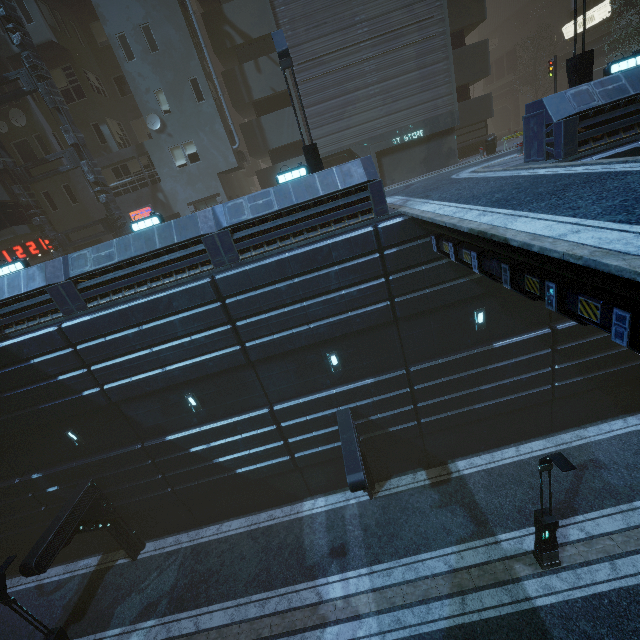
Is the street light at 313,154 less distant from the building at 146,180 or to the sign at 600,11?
the building at 146,180

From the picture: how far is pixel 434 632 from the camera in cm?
1033

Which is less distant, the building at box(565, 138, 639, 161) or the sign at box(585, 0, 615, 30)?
the building at box(565, 138, 639, 161)

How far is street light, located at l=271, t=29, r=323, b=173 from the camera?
11.4m

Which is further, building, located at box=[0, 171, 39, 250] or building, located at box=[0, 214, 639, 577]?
building, located at box=[0, 171, 39, 250]

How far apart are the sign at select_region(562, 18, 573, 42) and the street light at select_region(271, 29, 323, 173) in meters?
32.6 m

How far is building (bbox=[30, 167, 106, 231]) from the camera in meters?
21.0

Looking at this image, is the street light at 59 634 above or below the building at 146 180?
below
